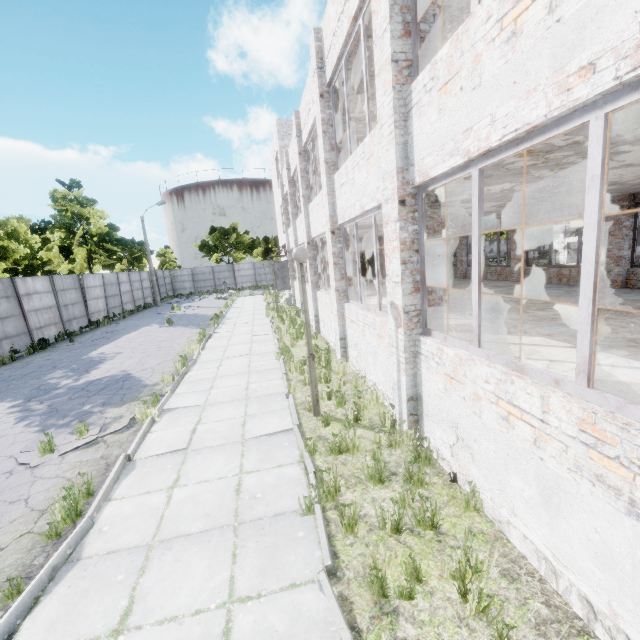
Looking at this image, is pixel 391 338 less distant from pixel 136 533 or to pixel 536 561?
pixel 536 561

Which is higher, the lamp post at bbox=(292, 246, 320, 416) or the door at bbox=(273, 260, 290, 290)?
the lamp post at bbox=(292, 246, 320, 416)

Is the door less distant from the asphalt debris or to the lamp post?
the asphalt debris

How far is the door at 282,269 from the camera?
23.6 meters

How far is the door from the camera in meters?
23.6 m

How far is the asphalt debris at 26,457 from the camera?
5.9 meters
